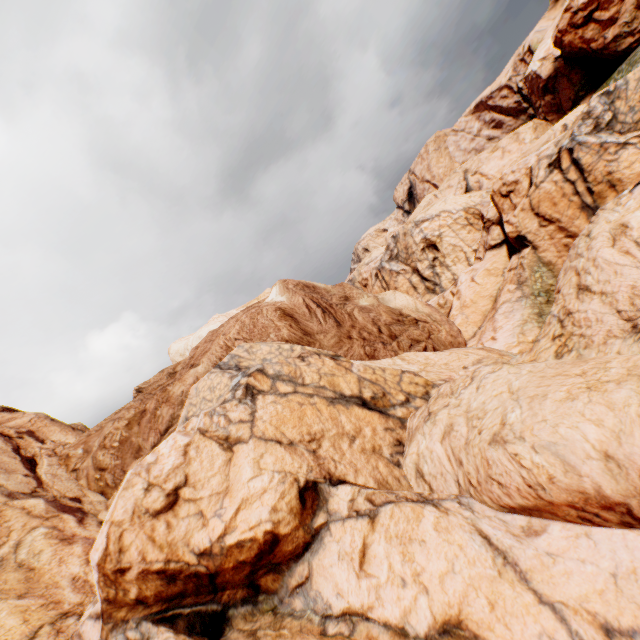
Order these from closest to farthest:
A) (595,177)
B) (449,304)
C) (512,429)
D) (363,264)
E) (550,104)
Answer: (512,429), (595,177), (449,304), (550,104), (363,264)
